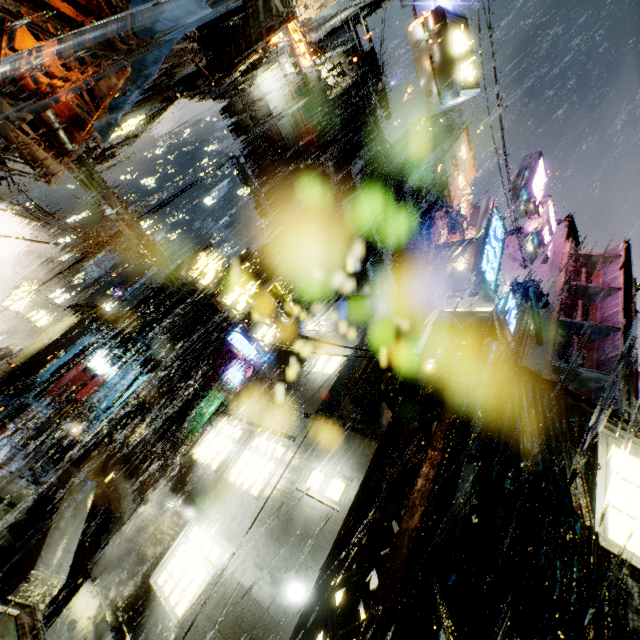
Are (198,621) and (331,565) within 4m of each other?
no

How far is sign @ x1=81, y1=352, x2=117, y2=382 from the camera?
26.34m

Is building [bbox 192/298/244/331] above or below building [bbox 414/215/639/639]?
above

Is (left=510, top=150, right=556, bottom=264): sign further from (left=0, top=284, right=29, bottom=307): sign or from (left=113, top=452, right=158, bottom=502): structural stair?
(left=0, top=284, right=29, bottom=307): sign

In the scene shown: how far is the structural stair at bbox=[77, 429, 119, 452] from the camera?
16.5m

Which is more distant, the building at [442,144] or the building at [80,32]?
the building at [442,144]

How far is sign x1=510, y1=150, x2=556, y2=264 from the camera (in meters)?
11.57

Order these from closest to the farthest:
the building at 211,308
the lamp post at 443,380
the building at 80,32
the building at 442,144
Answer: the lamp post at 443,380 → the building at 80,32 → the building at 211,308 → the building at 442,144
